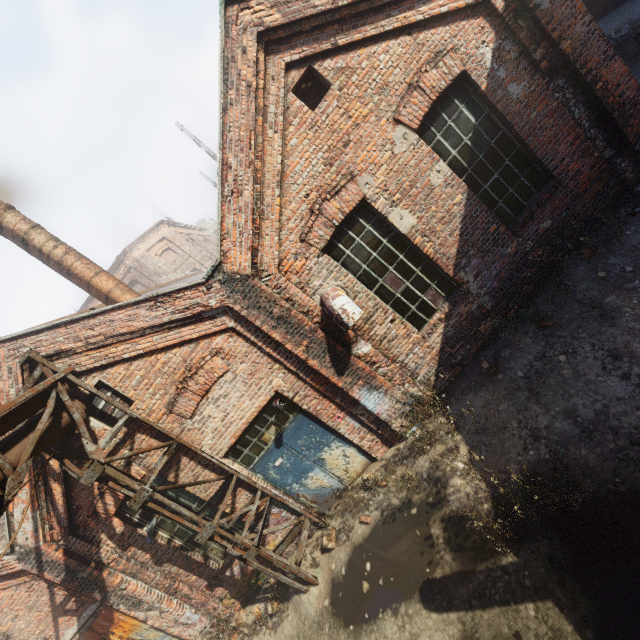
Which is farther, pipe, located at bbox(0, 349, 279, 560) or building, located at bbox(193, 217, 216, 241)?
building, located at bbox(193, 217, 216, 241)

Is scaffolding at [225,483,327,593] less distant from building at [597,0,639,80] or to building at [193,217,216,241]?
building at [597,0,639,80]

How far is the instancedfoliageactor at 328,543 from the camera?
6.6m

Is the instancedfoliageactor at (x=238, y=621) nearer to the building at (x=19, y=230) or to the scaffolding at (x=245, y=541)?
the scaffolding at (x=245, y=541)

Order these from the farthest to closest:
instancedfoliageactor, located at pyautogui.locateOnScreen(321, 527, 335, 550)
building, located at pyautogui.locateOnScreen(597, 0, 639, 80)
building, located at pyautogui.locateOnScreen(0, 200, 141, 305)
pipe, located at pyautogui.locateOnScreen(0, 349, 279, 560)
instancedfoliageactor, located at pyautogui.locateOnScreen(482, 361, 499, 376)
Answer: building, located at pyautogui.locateOnScreen(597, 0, 639, 80) → building, located at pyautogui.locateOnScreen(0, 200, 141, 305) → instancedfoliageactor, located at pyautogui.locateOnScreen(321, 527, 335, 550) → instancedfoliageactor, located at pyautogui.locateOnScreen(482, 361, 499, 376) → pipe, located at pyautogui.locateOnScreen(0, 349, 279, 560)

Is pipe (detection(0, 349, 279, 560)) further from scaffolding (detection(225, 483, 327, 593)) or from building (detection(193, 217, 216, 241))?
building (detection(193, 217, 216, 241))

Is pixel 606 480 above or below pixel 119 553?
below

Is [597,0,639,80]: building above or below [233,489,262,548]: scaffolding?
below
